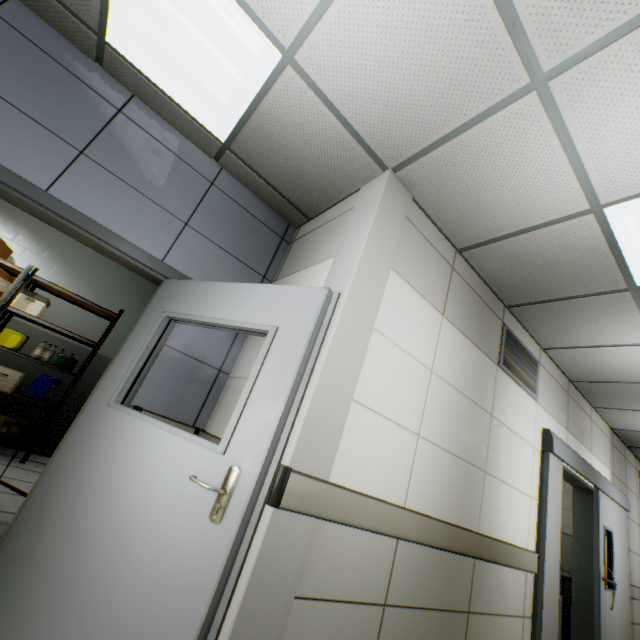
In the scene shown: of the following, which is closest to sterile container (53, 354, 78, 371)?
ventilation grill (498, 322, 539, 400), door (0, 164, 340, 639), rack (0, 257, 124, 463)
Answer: → rack (0, 257, 124, 463)

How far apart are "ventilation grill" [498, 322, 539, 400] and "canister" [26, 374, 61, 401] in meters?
5.7 m

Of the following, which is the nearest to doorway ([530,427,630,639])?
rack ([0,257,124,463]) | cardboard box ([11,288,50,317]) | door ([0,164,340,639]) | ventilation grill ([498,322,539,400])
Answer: ventilation grill ([498,322,539,400])

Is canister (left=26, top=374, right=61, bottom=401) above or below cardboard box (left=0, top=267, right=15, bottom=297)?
below

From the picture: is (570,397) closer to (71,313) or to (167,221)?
(167,221)

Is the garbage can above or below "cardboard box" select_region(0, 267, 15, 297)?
below

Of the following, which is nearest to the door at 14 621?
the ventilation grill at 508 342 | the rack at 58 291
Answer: the ventilation grill at 508 342

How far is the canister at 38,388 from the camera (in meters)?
4.37
